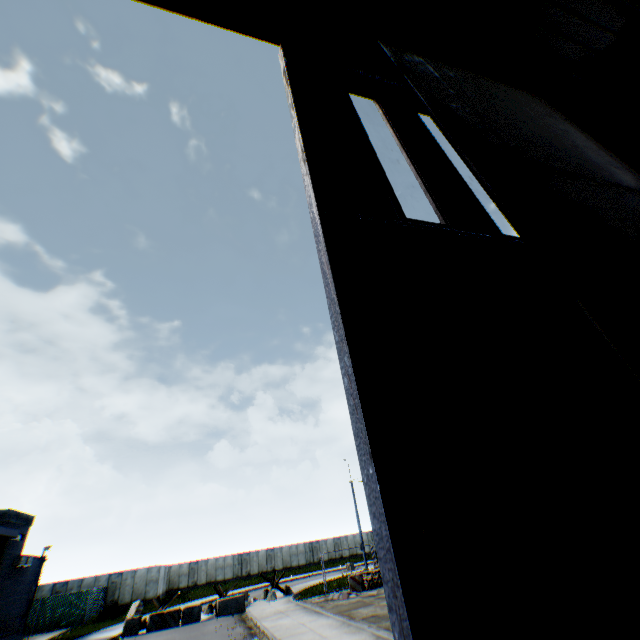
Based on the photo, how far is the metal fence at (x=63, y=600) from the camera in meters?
26.8

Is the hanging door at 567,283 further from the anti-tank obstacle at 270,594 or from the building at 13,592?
the anti-tank obstacle at 270,594

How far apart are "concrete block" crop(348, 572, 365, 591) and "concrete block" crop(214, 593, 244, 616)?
7.5m

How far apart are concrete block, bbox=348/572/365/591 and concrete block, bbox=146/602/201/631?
9.8 meters

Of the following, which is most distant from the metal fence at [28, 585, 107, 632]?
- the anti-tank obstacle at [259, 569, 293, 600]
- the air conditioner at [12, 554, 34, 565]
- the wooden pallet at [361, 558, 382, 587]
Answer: the air conditioner at [12, 554, 34, 565]

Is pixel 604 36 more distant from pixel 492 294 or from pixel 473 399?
pixel 473 399

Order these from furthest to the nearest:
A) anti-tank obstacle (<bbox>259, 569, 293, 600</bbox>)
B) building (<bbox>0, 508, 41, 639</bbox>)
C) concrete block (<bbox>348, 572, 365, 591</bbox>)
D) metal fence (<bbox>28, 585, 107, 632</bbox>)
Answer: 1. metal fence (<bbox>28, 585, 107, 632</bbox>)
2. anti-tank obstacle (<bbox>259, 569, 293, 600</bbox>)
3. concrete block (<bbox>348, 572, 365, 591</bbox>)
4. building (<bbox>0, 508, 41, 639</bbox>)

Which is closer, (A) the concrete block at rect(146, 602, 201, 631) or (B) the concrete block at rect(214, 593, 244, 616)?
(A) the concrete block at rect(146, 602, 201, 631)
